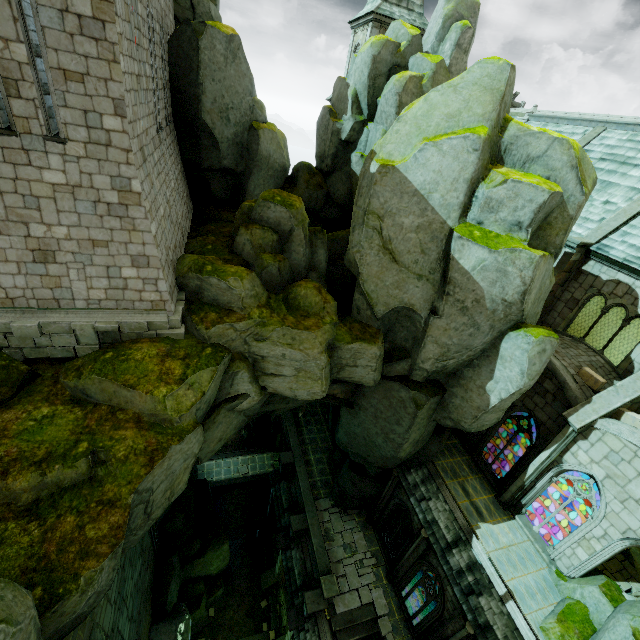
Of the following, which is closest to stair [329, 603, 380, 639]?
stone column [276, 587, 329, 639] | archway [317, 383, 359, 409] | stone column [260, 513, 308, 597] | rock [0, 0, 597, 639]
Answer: stone column [276, 587, 329, 639]

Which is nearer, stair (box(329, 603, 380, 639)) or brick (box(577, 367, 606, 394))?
brick (box(577, 367, 606, 394))

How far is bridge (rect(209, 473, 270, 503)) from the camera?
28.59m

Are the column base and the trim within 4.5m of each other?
no

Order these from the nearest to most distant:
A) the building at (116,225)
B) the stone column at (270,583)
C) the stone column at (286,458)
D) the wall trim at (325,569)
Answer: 1. the building at (116,225)
2. the wall trim at (325,569)
3. the stone column at (270,583)
4. the stone column at (286,458)

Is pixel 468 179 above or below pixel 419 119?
below

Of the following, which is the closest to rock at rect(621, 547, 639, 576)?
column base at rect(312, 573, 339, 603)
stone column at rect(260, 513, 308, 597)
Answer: stone column at rect(260, 513, 308, 597)

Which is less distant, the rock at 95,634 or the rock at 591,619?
the rock at 95,634
